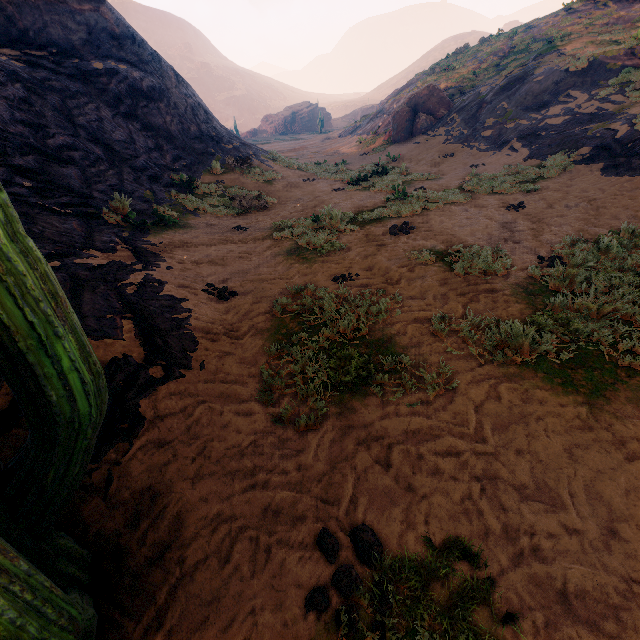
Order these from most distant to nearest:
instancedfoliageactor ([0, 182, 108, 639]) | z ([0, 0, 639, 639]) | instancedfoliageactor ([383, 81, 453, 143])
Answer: instancedfoliageactor ([383, 81, 453, 143]) < z ([0, 0, 639, 639]) < instancedfoliageactor ([0, 182, 108, 639])

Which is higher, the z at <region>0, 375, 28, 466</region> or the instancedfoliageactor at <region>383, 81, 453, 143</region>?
the instancedfoliageactor at <region>383, 81, 453, 143</region>

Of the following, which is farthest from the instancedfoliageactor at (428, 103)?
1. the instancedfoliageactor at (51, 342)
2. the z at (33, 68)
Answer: the instancedfoliageactor at (51, 342)

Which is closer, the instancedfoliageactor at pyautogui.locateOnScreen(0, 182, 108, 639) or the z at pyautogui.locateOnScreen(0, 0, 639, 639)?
the instancedfoliageactor at pyautogui.locateOnScreen(0, 182, 108, 639)

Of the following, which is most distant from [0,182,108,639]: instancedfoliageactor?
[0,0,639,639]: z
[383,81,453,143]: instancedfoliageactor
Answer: [383,81,453,143]: instancedfoliageactor

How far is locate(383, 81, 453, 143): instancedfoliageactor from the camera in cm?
1925

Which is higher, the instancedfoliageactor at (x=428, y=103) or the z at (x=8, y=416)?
the instancedfoliageactor at (x=428, y=103)

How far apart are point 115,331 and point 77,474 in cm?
233
